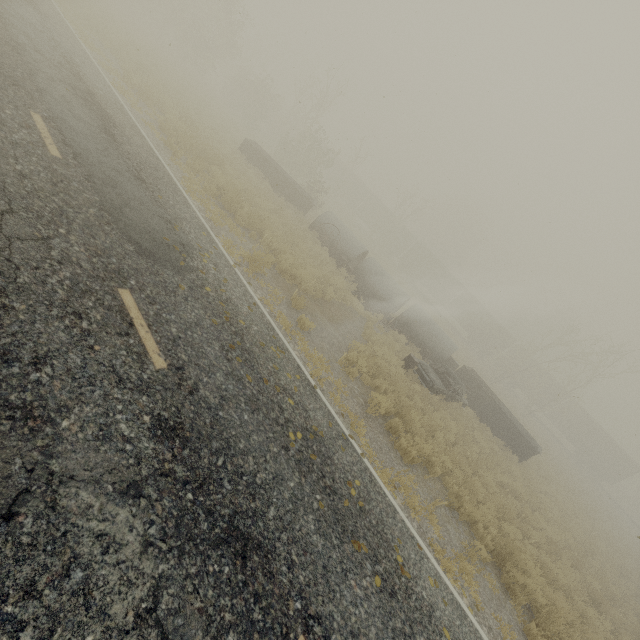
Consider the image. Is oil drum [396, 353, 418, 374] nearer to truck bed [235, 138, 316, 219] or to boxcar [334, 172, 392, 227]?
truck bed [235, 138, 316, 219]

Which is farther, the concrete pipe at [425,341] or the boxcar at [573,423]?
the boxcar at [573,423]

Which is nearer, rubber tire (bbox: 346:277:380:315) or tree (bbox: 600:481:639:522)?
rubber tire (bbox: 346:277:380:315)

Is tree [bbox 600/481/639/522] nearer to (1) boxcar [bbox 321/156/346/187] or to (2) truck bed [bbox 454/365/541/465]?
(1) boxcar [bbox 321/156/346/187]

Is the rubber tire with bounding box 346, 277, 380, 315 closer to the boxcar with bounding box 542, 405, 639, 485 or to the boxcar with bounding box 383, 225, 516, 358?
the boxcar with bounding box 542, 405, 639, 485

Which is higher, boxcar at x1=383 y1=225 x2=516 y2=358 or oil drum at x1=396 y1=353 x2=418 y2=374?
boxcar at x1=383 y1=225 x2=516 y2=358

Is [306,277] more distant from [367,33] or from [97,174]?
[367,33]

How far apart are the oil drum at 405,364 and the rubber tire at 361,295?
4.28m
